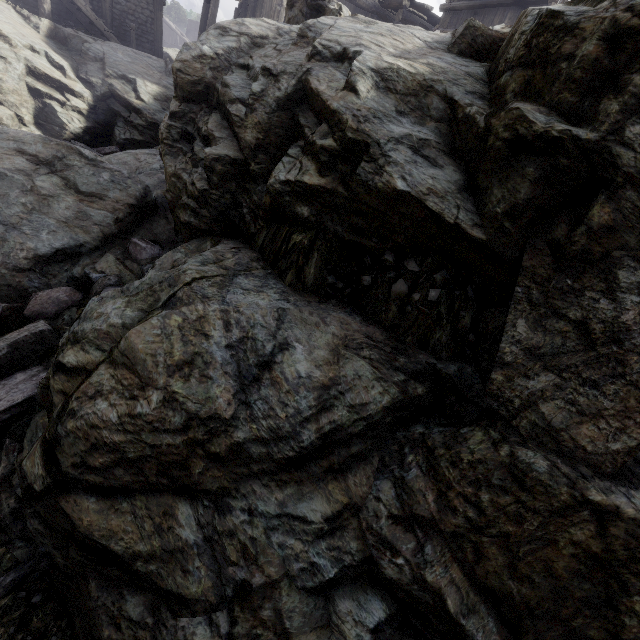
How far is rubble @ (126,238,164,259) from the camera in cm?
619

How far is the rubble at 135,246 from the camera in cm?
619

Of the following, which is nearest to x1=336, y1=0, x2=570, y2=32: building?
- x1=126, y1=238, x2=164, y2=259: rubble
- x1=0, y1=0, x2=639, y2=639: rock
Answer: x1=0, y1=0, x2=639, y2=639: rock

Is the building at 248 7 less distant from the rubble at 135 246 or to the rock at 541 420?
the rock at 541 420

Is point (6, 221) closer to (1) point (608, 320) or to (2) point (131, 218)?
(2) point (131, 218)

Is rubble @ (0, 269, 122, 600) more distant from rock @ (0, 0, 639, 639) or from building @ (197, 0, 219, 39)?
building @ (197, 0, 219, 39)

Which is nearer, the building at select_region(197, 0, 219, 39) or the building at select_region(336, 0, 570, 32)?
the building at select_region(336, 0, 570, 32)
